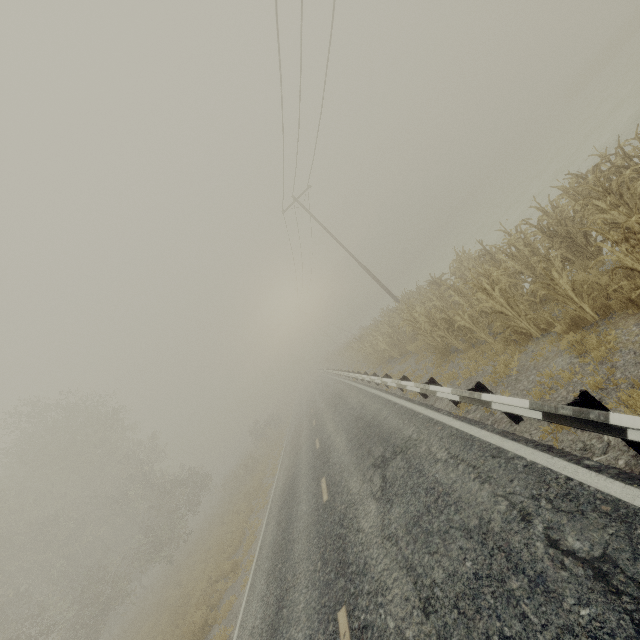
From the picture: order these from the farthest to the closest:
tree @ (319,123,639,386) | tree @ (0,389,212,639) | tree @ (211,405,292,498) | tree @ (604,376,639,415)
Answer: tree @ (211,405,292,498) < tree @ (0,389,212,639) < tree @ (319,123,639,386) < tree @ (604,376,639,415)

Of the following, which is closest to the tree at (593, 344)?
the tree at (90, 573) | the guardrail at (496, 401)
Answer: the guardrail at (496, 401)

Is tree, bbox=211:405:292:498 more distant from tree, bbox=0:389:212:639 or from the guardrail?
the guardrail

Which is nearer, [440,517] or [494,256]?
[440,517]

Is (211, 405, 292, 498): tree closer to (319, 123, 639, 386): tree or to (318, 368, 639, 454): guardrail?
(318, 368, 639, 454): guardrail

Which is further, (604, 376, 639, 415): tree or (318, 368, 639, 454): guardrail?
(604, 376, 639, 415): tree

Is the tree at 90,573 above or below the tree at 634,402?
above
